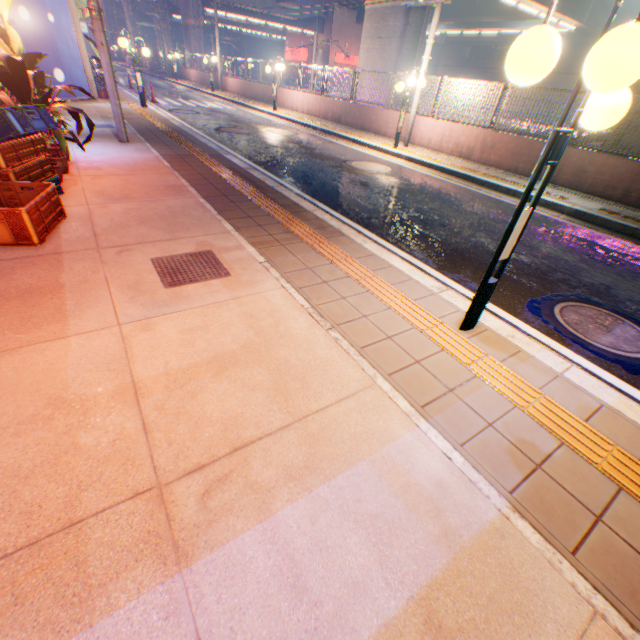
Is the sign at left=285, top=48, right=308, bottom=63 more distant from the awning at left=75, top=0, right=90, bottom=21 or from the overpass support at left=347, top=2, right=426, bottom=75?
the awning at left=75, top=0, right=90, bottom=21

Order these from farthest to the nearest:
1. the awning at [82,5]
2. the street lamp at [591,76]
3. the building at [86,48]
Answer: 1. the awning at [82,5]
2. the building at [86,48]
3. the street lamp at [591,76]

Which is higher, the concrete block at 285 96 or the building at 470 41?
the building at 470 41

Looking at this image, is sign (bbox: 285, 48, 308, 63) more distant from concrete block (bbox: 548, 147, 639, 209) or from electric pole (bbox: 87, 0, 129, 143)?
electric pole (bbox: 87, 0, 129, 143)

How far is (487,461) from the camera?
2.0 meters

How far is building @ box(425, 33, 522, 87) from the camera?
47.4m

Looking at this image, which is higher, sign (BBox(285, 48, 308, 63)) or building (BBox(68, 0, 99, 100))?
sign (BBox(285, 48, 308, 63))

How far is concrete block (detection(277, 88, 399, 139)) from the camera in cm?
1380
